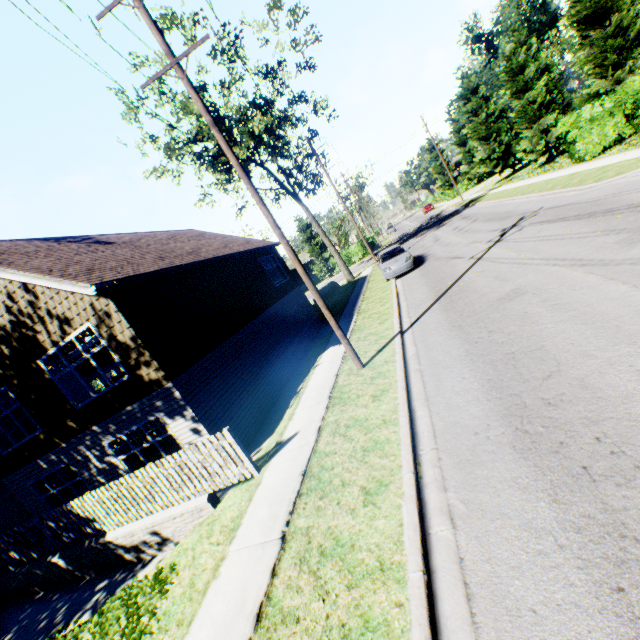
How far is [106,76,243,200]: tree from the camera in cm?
2306

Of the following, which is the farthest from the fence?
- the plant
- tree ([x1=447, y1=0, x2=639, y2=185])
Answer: tree ([x1=447, y1=0, x2=639, y2=185])

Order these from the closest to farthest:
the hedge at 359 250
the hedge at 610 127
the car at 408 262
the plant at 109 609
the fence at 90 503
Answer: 1. the plant at 109 609
2. the fence at 90 503
3. the hedge at 610 127
4. the car at 408 262
5. the hedge at 359 250

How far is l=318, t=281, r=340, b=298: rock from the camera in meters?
30.4 m

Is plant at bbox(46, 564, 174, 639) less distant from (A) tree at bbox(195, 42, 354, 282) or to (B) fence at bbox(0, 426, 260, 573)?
(A) tree at bbox(195, 42, 354, 282)

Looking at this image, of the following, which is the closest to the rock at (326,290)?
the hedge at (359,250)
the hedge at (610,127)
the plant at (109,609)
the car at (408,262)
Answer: the car at (408,262)

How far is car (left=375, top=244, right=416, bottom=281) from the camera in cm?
1805

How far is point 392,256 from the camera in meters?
19.2 m
